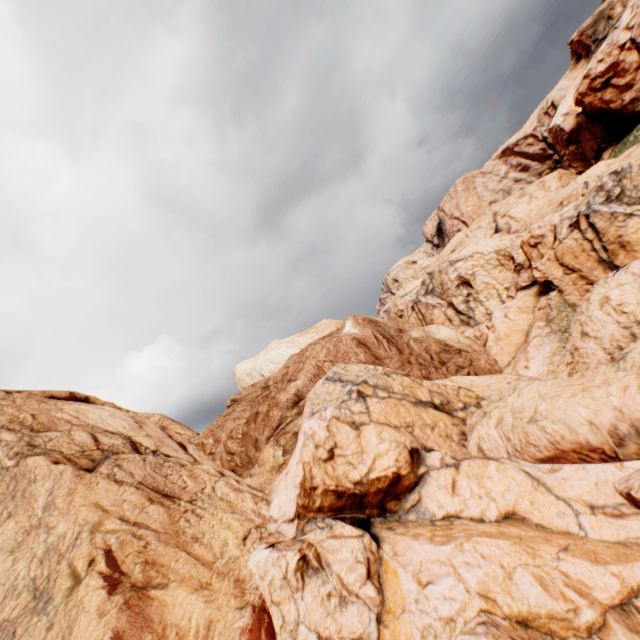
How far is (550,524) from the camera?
8.82m
